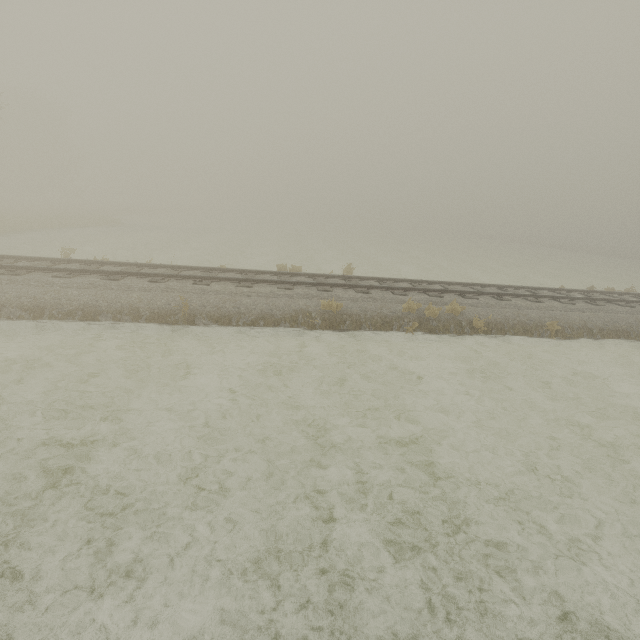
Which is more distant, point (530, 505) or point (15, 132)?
point (15, 132)
